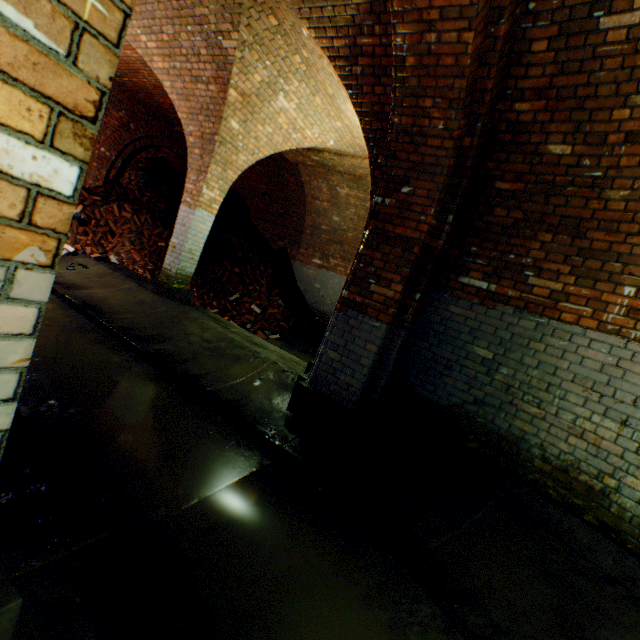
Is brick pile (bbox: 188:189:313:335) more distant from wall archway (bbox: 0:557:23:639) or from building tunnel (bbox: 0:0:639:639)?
wall archway (bbox: 0:557:23:639)

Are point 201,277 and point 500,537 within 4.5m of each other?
no

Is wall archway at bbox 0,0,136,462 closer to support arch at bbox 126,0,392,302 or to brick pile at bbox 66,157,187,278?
support arch at bbox 126,0,392,302

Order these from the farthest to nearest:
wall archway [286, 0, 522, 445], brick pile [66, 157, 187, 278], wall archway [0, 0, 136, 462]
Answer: brick pile [66, 157, 187, 278] < wall archway [286, 0, 522, 445] < wall archway [0, 0, 136, 462]

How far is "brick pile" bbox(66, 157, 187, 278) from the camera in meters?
8.3

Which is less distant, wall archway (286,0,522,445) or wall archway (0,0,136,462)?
wall archway (0,0,136,462)

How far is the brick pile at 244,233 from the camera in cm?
907

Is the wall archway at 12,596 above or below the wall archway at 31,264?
below
